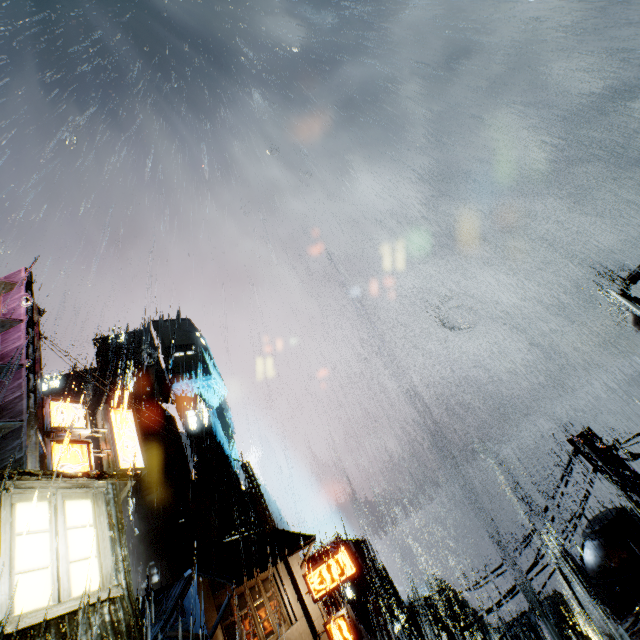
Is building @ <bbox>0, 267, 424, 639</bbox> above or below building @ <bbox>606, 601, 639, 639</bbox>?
above

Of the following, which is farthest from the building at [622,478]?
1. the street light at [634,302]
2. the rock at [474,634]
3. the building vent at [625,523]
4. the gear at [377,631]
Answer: the rock at [474,634]

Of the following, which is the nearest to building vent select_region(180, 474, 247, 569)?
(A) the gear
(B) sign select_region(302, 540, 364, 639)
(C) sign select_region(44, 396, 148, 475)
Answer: (A) the gear

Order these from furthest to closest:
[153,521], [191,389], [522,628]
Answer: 1. [191,389]
2. [153,521]
3. [522,628]

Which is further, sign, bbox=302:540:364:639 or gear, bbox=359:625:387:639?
gear, bbox=359:625:387:639

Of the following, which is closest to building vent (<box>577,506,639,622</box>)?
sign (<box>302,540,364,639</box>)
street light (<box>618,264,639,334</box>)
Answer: street light (<box>618,264,639,334</box>)

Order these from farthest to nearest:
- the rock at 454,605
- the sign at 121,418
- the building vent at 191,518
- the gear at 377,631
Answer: the rock at 454,605 < the building vent at 191,518 < the gear at 377,631 < the sign at 121,418

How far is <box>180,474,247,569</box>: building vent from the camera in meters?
38.8
